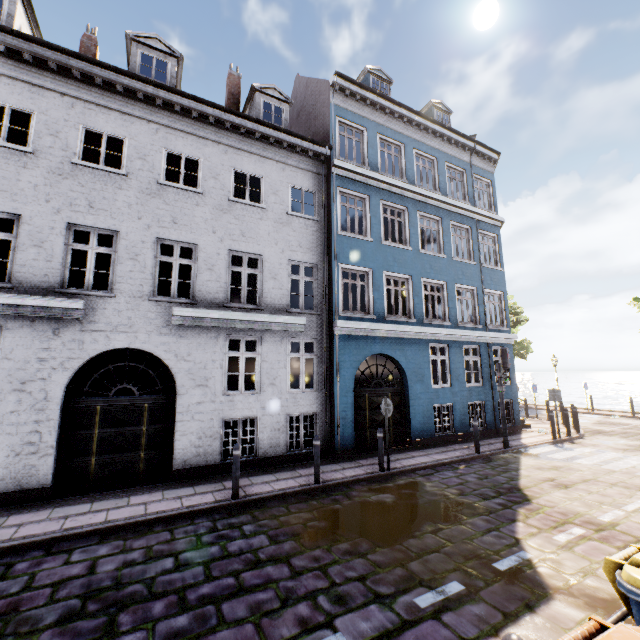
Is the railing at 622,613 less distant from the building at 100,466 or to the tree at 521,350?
the building at 100,466

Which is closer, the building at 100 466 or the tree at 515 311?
the building at 100 466

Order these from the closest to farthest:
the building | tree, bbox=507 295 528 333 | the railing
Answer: the railing → the building → tree, bbox=507 295 528 333

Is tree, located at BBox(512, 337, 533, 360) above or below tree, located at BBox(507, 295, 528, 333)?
below

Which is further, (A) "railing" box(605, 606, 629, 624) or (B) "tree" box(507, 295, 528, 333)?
(B) "tree" box(507, 295, 528, 333)

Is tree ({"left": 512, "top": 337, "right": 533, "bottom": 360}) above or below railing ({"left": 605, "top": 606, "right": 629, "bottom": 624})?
above

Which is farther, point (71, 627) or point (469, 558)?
point (469, 558)
